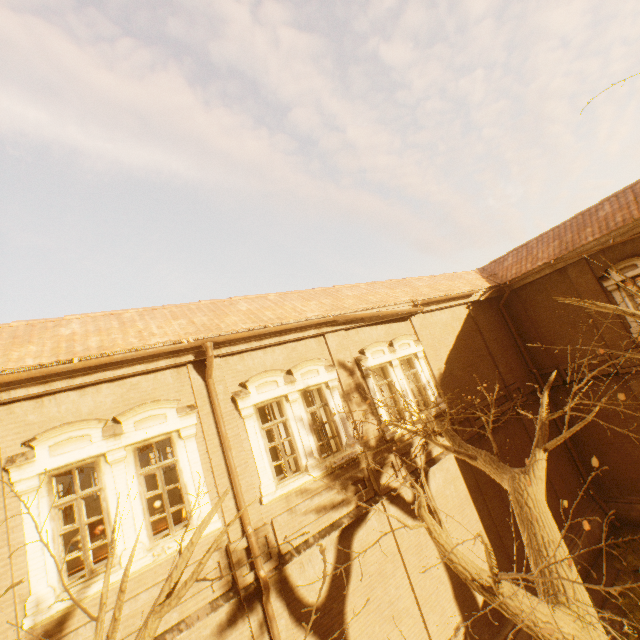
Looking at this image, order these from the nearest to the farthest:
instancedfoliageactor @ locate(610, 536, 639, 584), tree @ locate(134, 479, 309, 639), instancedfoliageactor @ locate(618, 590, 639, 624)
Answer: tree @ locate(134, 479, 309, 639) < instancedfoliageactor @ locate(618, 590, 639, 624) < instancedfoliageactor @ locate(610, 536, 639, 584)

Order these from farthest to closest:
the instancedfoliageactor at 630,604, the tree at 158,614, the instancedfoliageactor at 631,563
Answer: the instancedfoliageactor at 631,563 < the instancedfoliageactor at 630,604 < the tree at 158,614

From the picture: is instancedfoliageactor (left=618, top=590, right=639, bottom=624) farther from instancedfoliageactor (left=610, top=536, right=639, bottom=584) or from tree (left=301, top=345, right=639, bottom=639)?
tree (left=301, top=345, right=639, bottom=639)

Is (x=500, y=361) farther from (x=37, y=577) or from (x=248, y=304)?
(x=37, y=577)

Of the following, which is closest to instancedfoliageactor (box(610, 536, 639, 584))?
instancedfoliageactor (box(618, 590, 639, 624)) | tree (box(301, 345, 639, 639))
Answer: instancedfoliageactor (box(618, 590, 639, 624))

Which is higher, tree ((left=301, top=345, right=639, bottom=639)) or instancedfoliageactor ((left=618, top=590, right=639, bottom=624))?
tree ((left=301, top=345, right=639, bottom=639))

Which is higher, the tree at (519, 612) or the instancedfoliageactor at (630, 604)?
the tree at (519, 612)
